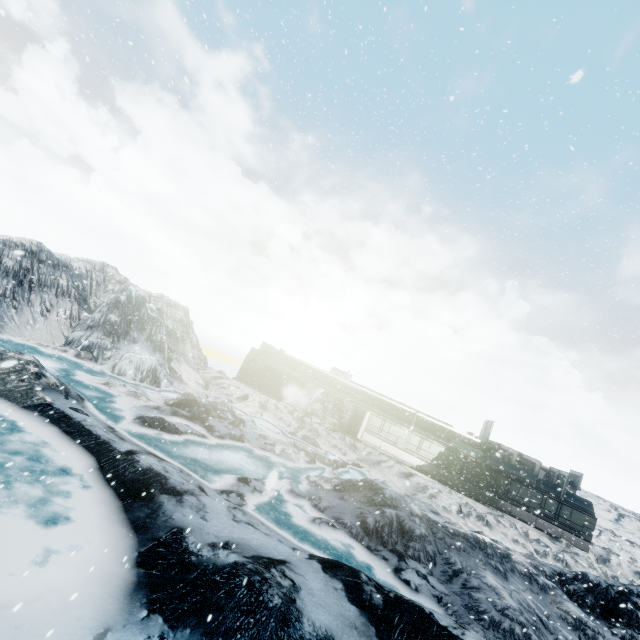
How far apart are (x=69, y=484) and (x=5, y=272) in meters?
17.2
